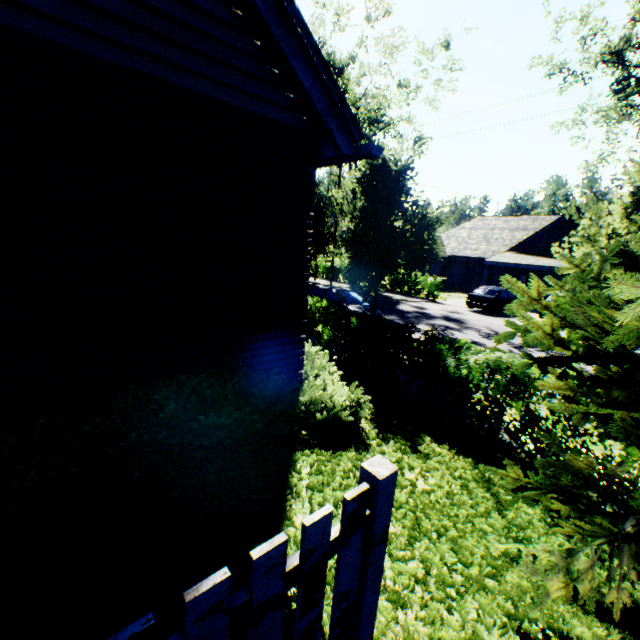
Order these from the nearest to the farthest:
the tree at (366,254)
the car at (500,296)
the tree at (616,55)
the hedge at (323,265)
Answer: the tree at (366,254)
the tree at (616,55)
the car at (500,296)
the hedge at (323,265)

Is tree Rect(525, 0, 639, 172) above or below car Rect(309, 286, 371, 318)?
above

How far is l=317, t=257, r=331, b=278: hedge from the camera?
33.0m

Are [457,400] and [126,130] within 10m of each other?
yes

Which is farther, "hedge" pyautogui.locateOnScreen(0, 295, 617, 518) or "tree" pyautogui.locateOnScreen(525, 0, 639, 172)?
"tree" pyautogui.locateOnScreen(525, 0, 639, 172)

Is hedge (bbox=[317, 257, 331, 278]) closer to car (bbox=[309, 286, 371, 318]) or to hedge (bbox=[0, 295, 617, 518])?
car (bbox=[309, 286, 371, 318])

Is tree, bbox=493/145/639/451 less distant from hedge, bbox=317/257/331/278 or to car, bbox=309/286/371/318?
car, bbox=309/286/371/318

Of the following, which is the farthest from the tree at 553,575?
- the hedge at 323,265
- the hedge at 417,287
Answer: the hedge at 323,265
